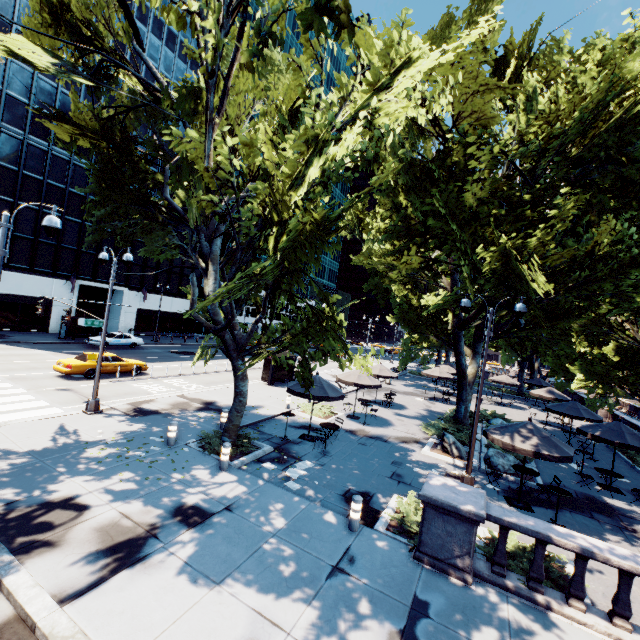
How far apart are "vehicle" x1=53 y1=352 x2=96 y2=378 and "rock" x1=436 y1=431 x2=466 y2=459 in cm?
1988

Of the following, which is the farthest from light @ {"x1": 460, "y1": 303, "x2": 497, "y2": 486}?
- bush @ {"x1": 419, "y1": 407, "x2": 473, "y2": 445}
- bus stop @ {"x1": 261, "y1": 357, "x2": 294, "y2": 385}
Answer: bus stop @ {"x1": 261, "y1": 357, "x2": 294, "y2": 385}

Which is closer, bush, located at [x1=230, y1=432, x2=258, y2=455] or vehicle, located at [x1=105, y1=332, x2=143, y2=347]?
bush, located at [x1=230, y1=432, x2=258, y2=455]

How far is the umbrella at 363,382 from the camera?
18.53m

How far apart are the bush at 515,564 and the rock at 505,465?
6.0 meters

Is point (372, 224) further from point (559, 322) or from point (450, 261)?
point (559, 322)

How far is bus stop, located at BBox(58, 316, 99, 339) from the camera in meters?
31.7 m

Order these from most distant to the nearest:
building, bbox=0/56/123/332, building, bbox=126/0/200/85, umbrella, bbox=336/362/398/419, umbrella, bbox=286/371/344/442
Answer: building, bbox=126/0/200/85, building, bbox=0/56/123/332, umbrella, bbox=336/362/398/419, umbrella, bbox=286/371/344/442
